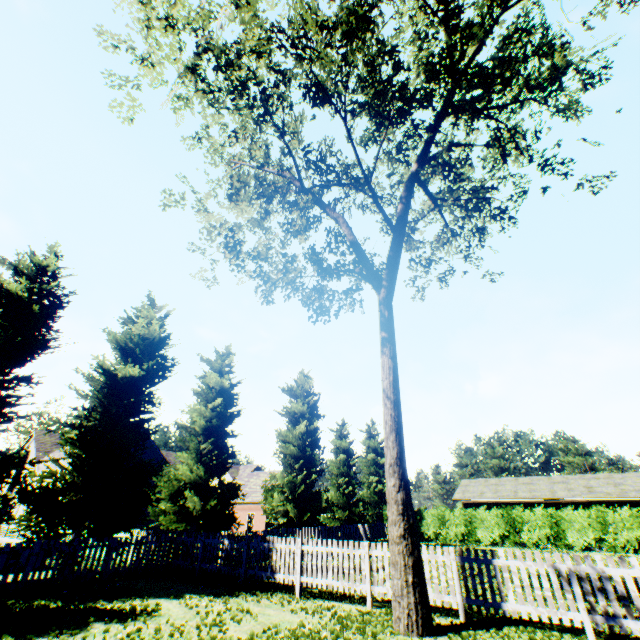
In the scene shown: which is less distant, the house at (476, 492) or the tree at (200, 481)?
the tree at (200, 481)

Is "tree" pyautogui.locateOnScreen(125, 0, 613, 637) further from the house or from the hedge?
the house

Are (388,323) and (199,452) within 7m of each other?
no

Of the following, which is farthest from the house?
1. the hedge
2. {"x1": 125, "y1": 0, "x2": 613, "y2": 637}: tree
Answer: {"x1": 125, "y1": 0, "x2": 613, "y2": 637}: tree

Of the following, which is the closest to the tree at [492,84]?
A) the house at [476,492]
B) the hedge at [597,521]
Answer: the hedge at [597,521]

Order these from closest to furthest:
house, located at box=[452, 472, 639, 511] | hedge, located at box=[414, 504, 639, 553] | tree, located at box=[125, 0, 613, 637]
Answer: tree, located at box=[125, 0, 613, 637], hedge, located at box=[414, 504, 639, 553], house, located at box=[452, 472, 639, 511]

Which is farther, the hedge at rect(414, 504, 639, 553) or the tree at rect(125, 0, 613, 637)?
the hedge at rect(414, 504, 639, 553)
